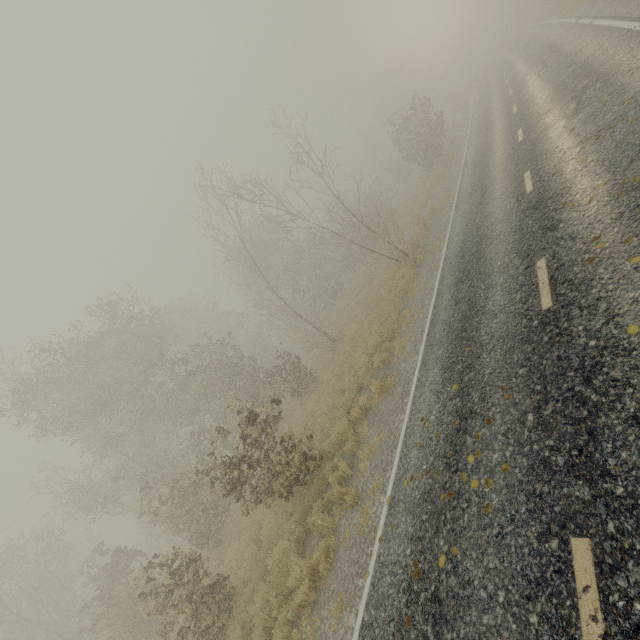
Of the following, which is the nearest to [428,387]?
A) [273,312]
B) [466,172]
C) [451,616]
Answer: [451,616]

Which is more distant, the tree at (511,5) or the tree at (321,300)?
the tree at (511,5)

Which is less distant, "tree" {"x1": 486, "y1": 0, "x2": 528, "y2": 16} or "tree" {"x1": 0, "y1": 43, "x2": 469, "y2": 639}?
"tree" {"x1": 0, "y1": 43, "x2": 469, "y2": 639}
